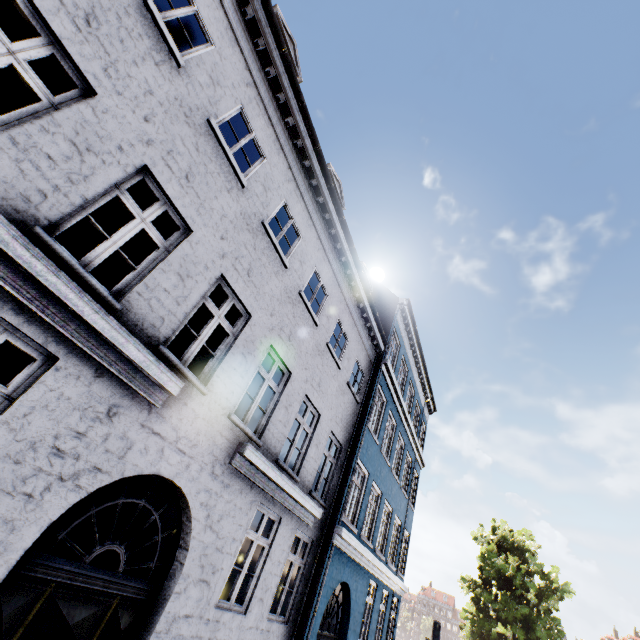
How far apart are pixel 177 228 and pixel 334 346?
5.9 meters

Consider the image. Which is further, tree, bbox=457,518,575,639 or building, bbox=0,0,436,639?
tree, bbox=457,518,575,639

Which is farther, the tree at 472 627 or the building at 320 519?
the tree at 472 627
